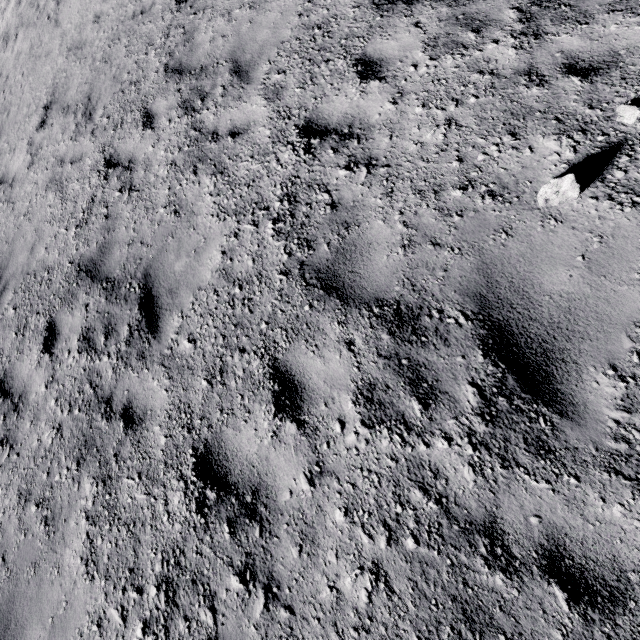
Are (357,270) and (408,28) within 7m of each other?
yes
